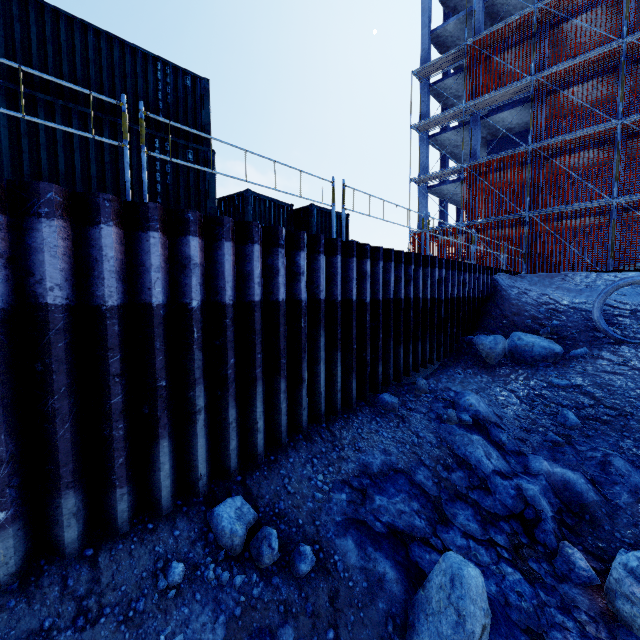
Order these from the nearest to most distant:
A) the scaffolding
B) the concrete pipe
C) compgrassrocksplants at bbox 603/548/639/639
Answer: compgrassrocksplants at bbox 603/548/639/639 → the concrete pipe → the scaffolding

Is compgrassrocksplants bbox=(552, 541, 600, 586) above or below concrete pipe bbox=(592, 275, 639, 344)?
below

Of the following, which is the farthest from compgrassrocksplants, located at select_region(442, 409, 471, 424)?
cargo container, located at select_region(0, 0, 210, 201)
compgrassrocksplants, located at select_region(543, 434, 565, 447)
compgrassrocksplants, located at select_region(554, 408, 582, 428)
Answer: cargo container, located at select_region(0, 0, 210, 201)

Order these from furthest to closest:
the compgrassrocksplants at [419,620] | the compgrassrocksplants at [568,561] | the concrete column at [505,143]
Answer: the concrete column at [505,143], the compgrassrocksplants at [568,561], the compgrassrocksplants at [419,620]

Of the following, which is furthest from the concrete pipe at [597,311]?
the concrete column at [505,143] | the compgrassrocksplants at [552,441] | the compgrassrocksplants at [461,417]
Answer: the concrete column at [505,143]

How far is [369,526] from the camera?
4.8 meters

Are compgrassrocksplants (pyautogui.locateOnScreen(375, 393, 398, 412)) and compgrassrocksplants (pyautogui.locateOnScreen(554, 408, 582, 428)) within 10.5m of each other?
yes

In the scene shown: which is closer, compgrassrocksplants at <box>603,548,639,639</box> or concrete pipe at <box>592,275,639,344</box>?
compgrassrocksplants at <box>603,548,639,639</box>
